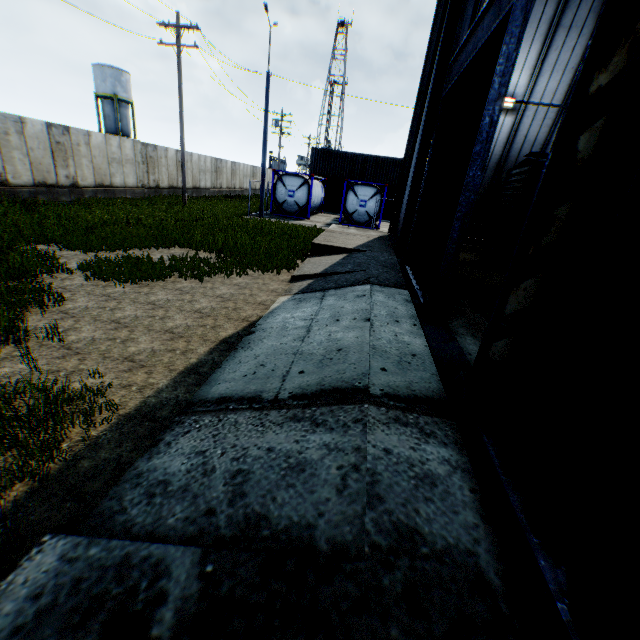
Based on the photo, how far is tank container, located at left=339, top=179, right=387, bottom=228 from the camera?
22.1 meters

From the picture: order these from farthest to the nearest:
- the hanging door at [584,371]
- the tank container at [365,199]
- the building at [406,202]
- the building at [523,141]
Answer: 1. the tank container at [365,199]
2. the building at [523,141]
3. the building at [406,202]
4. the hanging door at [584,371]

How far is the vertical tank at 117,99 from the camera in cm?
3966

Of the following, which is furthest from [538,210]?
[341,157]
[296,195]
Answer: [341,157]

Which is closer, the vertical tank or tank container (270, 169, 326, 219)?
tank container (270, 169, 326, 219)

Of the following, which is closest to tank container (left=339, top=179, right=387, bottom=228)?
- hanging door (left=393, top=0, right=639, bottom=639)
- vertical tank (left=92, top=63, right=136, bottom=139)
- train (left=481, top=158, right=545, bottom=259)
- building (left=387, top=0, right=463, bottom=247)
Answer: building (left=387, top=0, right=463, bottom=247)

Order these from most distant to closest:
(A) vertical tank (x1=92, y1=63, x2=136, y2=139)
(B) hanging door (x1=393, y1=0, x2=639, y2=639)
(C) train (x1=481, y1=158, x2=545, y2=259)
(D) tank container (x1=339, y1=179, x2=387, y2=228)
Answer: (A) vertical tank (x1=92, y1=63, x2=136, y2=139) < (D) tank container (x1=339, y1=179, x2=387, y2=228) < (C) train (x1=481, y1=158, x2=545, y2=259) < (B) hanging door (x1=393, y1=0, x2=639, y2=639)

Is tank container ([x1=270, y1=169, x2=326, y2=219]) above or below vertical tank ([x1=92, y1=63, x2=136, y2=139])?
below
